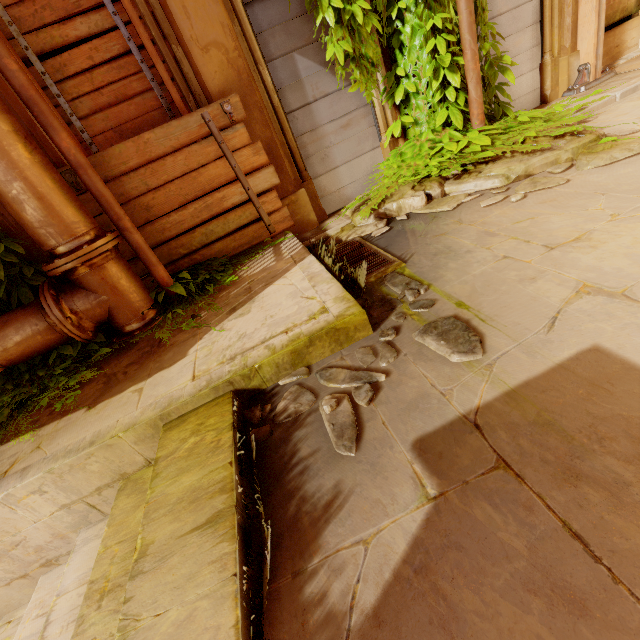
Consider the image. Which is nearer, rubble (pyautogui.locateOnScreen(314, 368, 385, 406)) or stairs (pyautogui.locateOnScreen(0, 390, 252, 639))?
stairs (pyautogui.locateOnScreen(0, 390, 252, 639))

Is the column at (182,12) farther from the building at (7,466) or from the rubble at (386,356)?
the rubble at (386,356)

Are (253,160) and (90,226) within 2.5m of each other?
yes

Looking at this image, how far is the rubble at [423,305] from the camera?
2.1 meters

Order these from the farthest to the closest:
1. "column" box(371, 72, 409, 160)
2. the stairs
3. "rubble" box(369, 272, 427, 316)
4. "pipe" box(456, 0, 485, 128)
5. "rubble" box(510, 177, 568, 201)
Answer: "column" box(371, 72, 409, 160)
"pipe" box(456, 0, 485, 128)
"rubble" box(510, 177, 568, 201)
"rubble" box(369, 272, 427, 316)
the stairs

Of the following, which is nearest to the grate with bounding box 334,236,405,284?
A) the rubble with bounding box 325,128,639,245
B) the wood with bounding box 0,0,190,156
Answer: the rubble with bounding box 325,128,639,245

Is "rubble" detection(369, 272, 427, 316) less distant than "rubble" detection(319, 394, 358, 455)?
No

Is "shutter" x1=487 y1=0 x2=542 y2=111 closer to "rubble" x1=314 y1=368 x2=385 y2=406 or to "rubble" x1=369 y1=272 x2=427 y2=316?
"rubble" x1=369 y1=272 x2=427 y2=316
